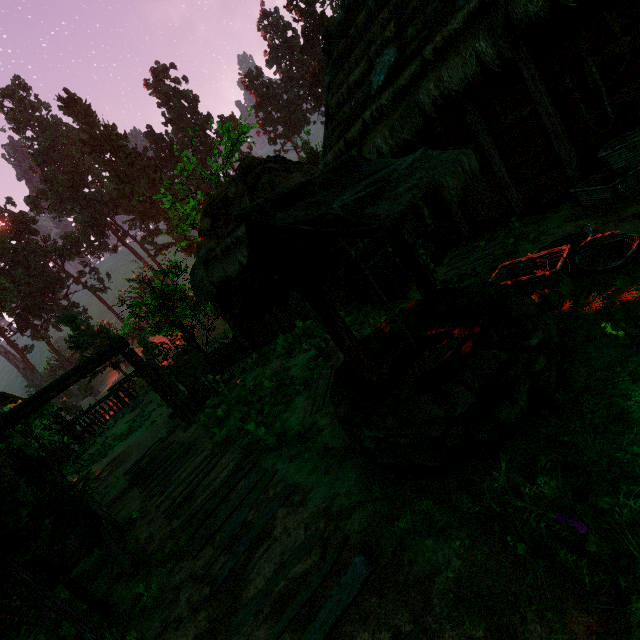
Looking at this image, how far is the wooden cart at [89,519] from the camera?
4.9 meters

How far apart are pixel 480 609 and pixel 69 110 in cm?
6495

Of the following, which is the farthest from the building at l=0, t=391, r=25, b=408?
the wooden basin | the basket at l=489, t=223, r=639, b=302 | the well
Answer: the well

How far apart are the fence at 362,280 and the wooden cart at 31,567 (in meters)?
6.87

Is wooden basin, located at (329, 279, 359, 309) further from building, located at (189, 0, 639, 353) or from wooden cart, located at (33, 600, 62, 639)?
wooden cart, located at (33, 600, 62, 639)

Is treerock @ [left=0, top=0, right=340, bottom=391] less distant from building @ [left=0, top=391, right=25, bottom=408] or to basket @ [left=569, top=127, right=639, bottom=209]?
building @ [left=0, top=391, right=25, bottom=408]

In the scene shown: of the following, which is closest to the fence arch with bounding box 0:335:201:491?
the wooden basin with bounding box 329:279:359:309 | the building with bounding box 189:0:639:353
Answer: the building with bounding box 189:0:639:353

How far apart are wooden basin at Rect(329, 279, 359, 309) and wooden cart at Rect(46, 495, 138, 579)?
7.6 meters
